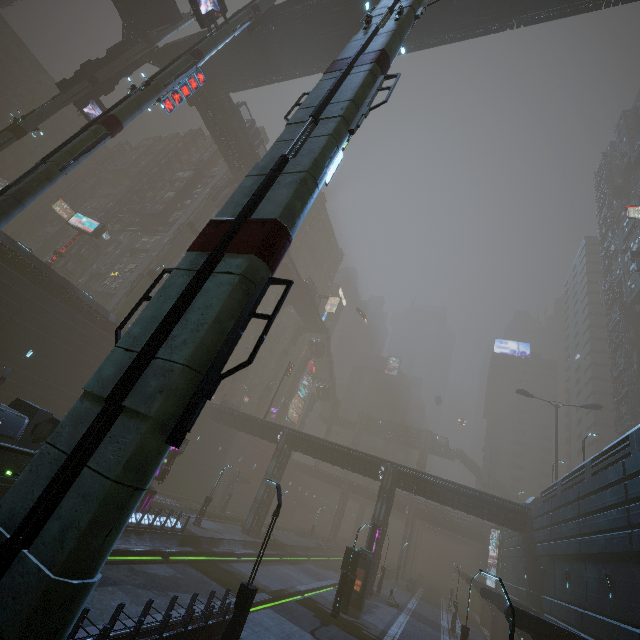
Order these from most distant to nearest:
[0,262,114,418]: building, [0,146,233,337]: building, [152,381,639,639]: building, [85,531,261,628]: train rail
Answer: [0,146,233,337]: building < [0,262,114,418]: building < [85,531,261,628]: train rail < [152,381,639,639]: building

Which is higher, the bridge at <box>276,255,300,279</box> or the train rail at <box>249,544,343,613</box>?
the bridge at <box>276,255,300,279</box>

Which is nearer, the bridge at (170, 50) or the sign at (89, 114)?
the sign at (89, 114)

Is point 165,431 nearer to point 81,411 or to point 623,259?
point 81,411

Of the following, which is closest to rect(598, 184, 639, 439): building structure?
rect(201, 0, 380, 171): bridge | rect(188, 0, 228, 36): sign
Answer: rect(201, 0, 380, 171): bridge

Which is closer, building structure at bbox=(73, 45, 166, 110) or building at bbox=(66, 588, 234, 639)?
building at bbox=(66, 588, 234, 639)

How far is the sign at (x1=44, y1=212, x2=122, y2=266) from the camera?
36.8m

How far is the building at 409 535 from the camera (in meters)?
57.09
